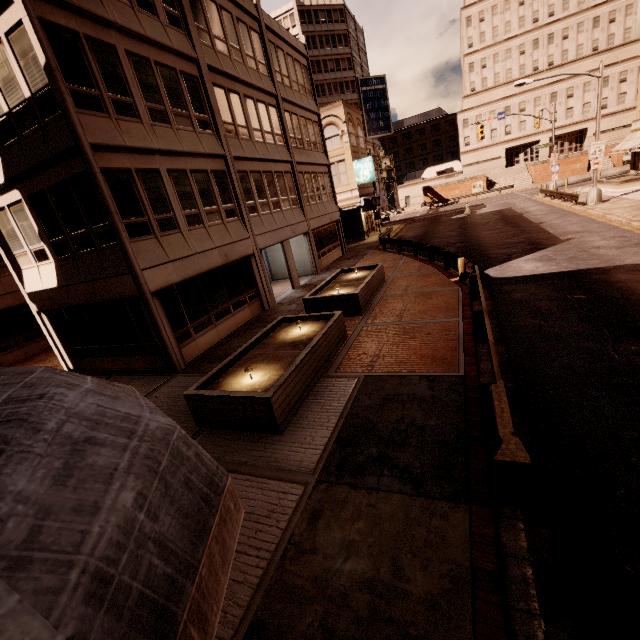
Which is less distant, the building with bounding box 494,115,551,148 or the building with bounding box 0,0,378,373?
Answer: the building with bounding box 0,0,378,373

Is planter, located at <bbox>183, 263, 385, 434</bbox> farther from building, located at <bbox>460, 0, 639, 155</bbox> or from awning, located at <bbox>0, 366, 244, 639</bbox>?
building, located at <bbox>460, 0, 639, 155</bbox>

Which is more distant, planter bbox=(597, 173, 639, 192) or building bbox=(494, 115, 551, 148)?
building bbox=(494, 115, 551, 148)

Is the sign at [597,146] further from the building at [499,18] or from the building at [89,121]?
the building at [499,18]

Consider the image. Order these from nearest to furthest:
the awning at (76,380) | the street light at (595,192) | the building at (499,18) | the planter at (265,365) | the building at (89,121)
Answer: the awning at (76,380), the planter at (265,365), the building at (89,121), the street light at (595,192), the building at (499,18)

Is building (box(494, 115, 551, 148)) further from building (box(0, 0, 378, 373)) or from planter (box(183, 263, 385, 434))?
planter (box(183, 263, 385, 434))

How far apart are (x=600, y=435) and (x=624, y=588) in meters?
2.5 m

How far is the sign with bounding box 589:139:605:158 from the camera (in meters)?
23.19
